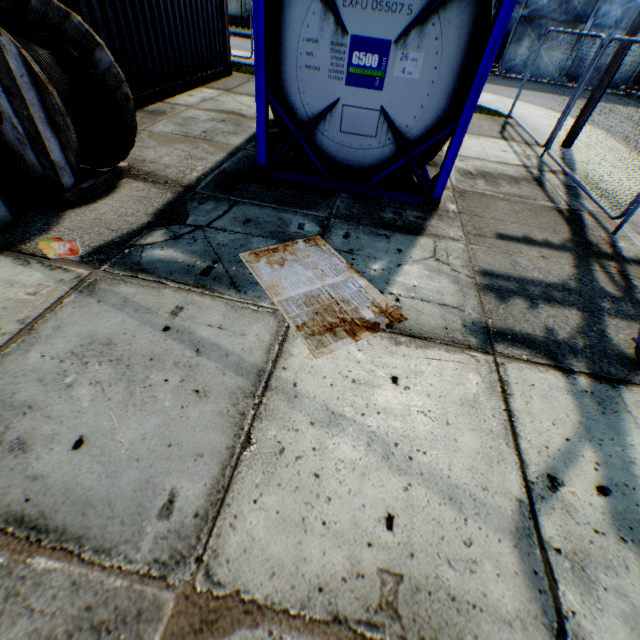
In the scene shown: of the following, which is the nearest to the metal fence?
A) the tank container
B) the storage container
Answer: the tank container

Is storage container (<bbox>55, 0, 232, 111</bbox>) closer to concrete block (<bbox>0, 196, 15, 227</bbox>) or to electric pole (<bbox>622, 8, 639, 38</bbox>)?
concrete block (<bbox>0, 196, 15, 227</bbox>)

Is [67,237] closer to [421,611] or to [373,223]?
[373,223]

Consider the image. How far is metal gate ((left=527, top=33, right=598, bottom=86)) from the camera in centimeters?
1969cm

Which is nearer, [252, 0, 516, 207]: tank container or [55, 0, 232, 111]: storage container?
[252, 0, 516, 207]: tank container

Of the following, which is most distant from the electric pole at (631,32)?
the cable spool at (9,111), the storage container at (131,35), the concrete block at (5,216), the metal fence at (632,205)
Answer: the concrete block at (5,216)

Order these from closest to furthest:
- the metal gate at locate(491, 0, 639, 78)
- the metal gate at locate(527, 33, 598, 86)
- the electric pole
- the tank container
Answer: the tank container < the electric pole < the metal gate at locate(491, 0, 639, 78) < the metal gate at locate(527, 33, 598, 86)
